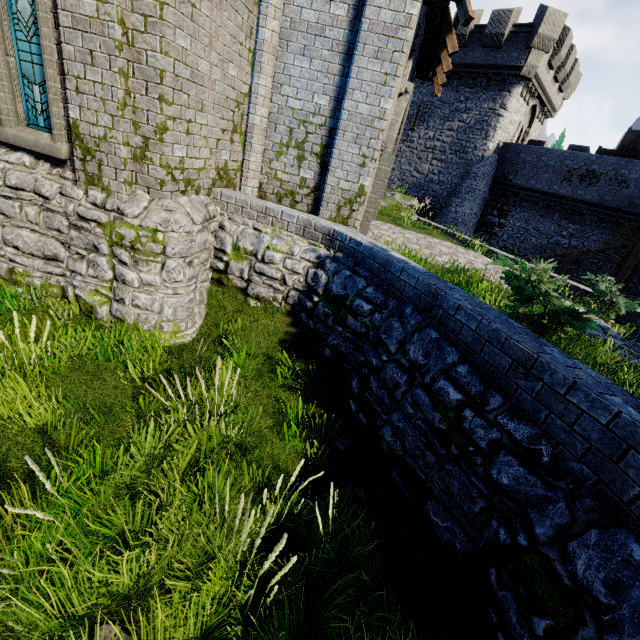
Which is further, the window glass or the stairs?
the stairs

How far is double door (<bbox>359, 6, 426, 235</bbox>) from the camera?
7.9 meters

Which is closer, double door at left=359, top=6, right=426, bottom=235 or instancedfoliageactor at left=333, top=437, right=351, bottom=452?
instancedfoliageactor at left=333, top=437, right=351, bottom=452

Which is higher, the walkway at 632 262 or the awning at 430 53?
the awning at 430 53

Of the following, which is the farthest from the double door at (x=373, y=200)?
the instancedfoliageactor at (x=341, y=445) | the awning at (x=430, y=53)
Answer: the instancedfoliageactor at (x=341, y=445)

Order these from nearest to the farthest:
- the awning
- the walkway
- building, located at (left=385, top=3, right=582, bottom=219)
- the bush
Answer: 1. the bush
2. the awning
3. the walkway
4. building, located at (left=385, top=3, right=582, bottom=219)

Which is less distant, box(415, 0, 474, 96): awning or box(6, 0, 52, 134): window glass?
box(6, 0, 52, 134): window glass

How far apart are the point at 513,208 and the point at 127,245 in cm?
2639
